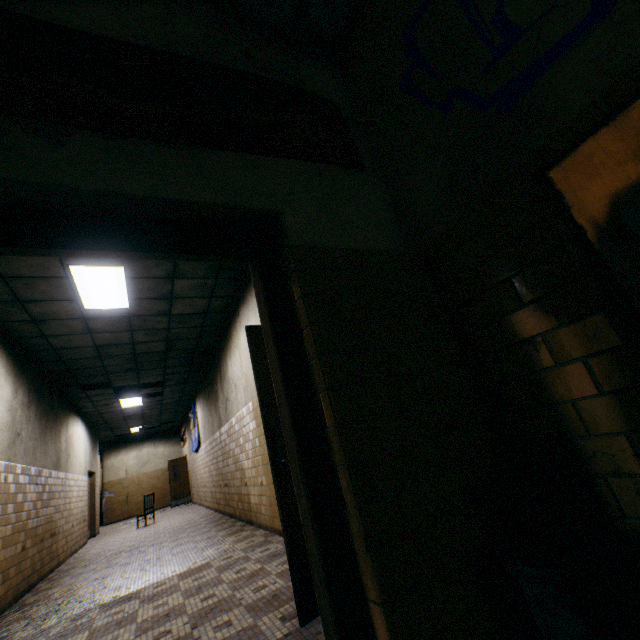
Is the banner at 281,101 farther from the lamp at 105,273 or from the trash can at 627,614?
the lamp at 105,273

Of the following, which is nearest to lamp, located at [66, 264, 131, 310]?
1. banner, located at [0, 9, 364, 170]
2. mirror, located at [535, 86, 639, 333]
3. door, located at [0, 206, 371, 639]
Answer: door, located at [0, 206, 371, 639]

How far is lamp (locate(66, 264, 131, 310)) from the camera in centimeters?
440cm

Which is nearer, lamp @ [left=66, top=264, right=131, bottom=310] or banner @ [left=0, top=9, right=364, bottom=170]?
banner @ [left=0, top=9, right=364, bottom=170]

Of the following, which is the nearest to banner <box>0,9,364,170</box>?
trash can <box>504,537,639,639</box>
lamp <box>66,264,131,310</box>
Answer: trash can <box>504,537,639,639</box>

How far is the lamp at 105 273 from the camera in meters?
4.4 m

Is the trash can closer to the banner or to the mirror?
the mirror

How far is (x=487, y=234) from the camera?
1.6m
